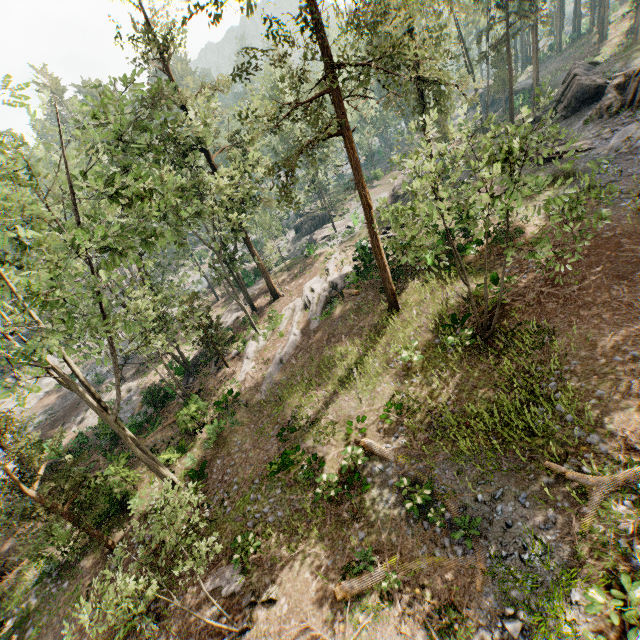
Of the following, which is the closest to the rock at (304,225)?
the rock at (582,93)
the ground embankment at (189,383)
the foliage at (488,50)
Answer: the foliage at (488,50)

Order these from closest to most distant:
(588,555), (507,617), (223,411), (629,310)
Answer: (588,555) < (507,617) < (629,310) < (223,411)

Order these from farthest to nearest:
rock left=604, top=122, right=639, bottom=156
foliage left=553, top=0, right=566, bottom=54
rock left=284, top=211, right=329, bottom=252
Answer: foliage left=553, top=0, right=566, bottom=54 < rock left=284, top=211, right=329, bottom=252 < rock left=604, top=122, right=639, bottom=156

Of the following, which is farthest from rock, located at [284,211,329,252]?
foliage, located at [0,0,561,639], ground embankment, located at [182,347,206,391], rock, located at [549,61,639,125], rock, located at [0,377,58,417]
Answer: rock, located at [0,377,58,417]

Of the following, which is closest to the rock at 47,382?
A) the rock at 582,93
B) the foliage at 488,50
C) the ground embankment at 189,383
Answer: the foliage at 488,50

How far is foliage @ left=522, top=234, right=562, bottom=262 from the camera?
10.1m

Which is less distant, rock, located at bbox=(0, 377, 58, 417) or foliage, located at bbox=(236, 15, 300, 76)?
foliage, located at bbox=(236, 15, 300, 76)

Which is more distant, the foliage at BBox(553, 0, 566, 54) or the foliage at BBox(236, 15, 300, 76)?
the foliage at BBox(553, 0, 566, 54)
